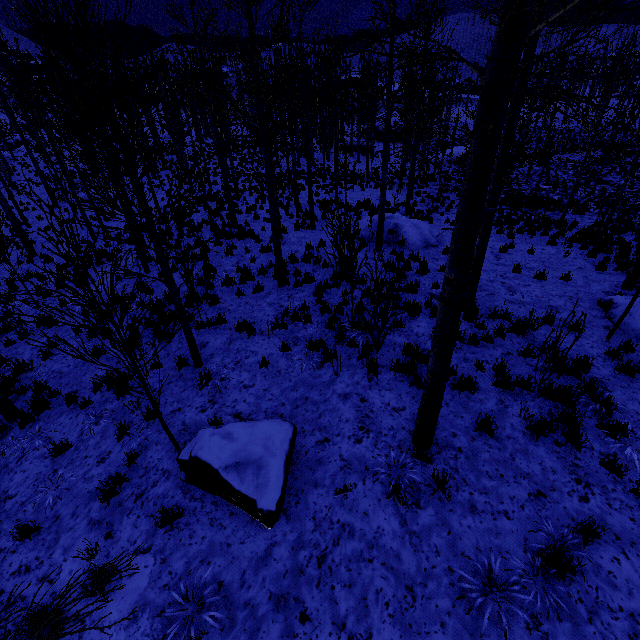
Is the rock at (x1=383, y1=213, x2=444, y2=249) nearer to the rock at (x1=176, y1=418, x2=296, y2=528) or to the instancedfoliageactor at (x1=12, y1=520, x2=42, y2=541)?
the instancedfoliageactor at (x1=12, y1=520, x2=42, y2=541)

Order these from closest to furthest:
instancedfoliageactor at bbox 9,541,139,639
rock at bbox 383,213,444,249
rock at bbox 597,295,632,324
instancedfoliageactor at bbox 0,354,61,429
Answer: instancedfoliageactor at bbox 9,541,139,639
instancedfoliageactor at bbox 0,354,61,429
rock at bbox 597,295,632,324
rock at bbox 383,213,444,249

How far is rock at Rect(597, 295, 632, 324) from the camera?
7.6 meters

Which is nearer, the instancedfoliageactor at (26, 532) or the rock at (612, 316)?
the instancedfoliageactor at (26, 532)

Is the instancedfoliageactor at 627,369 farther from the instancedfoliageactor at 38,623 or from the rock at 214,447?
the instancedfoliageactor at 38,623

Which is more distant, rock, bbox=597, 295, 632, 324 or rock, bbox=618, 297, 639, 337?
rock, bbox=597, 295, 632, 324

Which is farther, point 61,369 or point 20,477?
point 61,369

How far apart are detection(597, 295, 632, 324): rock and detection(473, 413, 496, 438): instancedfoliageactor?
4.9m
